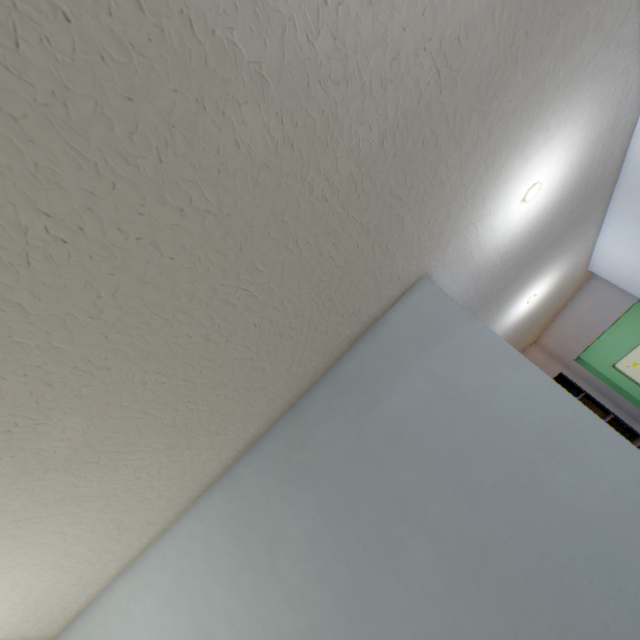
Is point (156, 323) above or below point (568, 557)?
above

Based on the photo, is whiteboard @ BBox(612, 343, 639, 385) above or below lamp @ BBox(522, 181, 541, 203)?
below

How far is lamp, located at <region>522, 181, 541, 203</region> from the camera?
1.4m

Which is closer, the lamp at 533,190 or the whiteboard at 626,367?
Answer: the lamp at 533,190

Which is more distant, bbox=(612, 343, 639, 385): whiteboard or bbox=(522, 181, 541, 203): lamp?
A: bbox=(612, 343, 639, 385): whiteboard

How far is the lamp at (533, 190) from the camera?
1.4m
